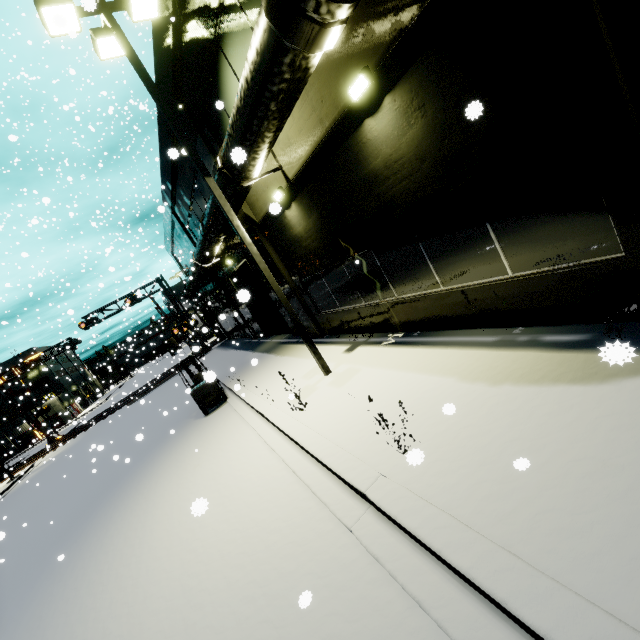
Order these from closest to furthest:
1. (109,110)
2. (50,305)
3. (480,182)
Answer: (480,182), (109,110), (50,305)

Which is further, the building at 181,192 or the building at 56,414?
the building at 56,414

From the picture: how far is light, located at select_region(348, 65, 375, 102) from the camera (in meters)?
5.16

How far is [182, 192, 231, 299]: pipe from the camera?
10.5 meters

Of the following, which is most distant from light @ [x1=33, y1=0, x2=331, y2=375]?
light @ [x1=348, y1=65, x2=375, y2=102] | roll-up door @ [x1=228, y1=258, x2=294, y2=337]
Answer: roll-up door @ [x1=228, y1=258, x2=294, y2=337]

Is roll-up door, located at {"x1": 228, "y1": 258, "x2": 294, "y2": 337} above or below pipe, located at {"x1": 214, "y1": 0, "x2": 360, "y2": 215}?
below

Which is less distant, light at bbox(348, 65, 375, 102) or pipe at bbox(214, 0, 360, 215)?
pipe at bbox(214, 0, 360, 215)

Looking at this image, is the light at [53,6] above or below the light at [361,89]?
above
